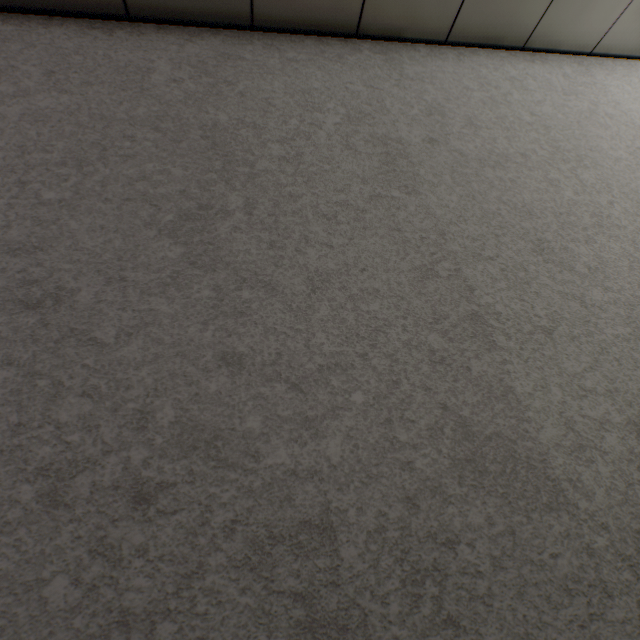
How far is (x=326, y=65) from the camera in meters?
1.4 m
